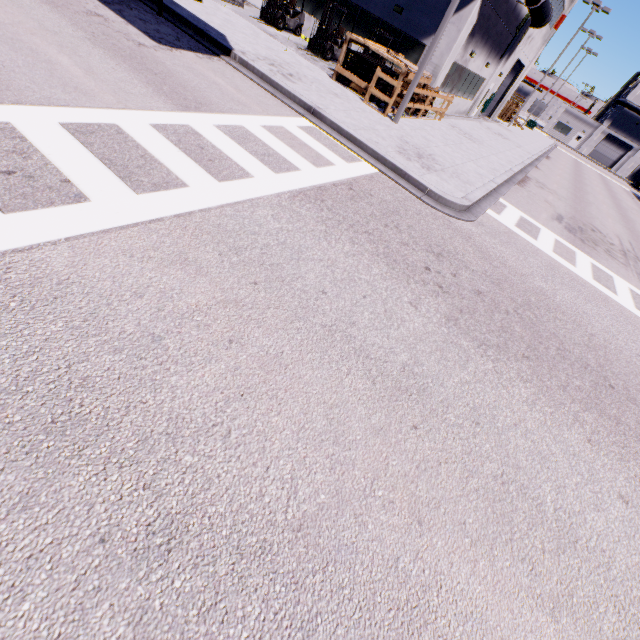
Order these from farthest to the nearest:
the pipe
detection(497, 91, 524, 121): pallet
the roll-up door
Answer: detection(497, 91, 524, 121): pallet → the roll-up door → the pipe

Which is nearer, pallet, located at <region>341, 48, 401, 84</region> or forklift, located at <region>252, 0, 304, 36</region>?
pallet, located at <region>341, 48, 401, 84</region>

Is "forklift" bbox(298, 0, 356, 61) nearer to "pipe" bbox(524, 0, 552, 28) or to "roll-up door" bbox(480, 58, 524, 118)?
"pipe" bbox(524, 0, 552, 28)

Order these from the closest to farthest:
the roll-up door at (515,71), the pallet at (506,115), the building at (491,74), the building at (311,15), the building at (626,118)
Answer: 1. the building at (491,74)
2. the building at (311,15)
3. the roll-up door at (515,71)
4. the pallet at (506,115)
5. the building at (626,118)

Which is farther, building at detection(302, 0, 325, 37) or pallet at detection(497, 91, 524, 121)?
pallet at detection(497, 91, 524, 121)

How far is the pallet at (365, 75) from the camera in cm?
1288

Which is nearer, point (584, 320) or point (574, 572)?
point (574, 572)

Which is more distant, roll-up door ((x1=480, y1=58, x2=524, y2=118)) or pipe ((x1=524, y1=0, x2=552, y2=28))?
roll-up door ((x1=480, y1=58, x2=524, y2=118))
